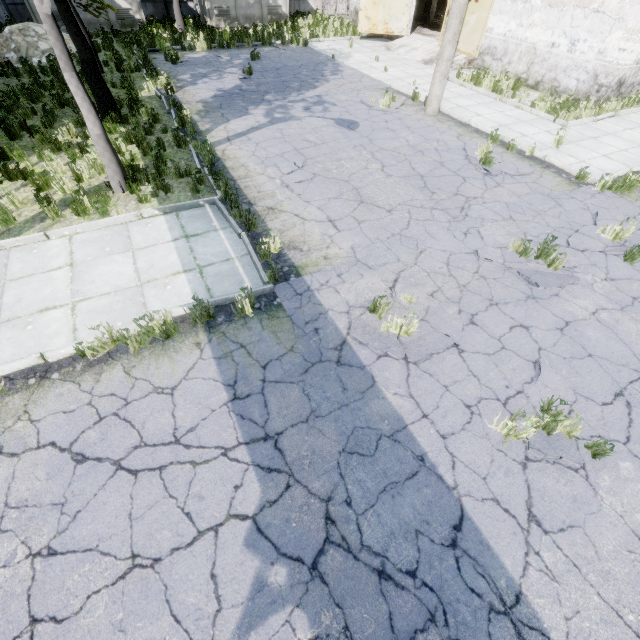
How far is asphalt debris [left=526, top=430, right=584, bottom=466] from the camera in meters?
3.7

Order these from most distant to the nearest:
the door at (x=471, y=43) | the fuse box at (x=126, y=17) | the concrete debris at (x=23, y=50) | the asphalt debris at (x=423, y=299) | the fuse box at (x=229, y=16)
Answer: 1. the fuse box at (x=229, y=16)
2. the fuse box at (x=126, y=17)
3. the door at (x=471, y=43)
4. the concrete debris at (x=23, y=50)
5. the asphalt debris at (x=423, y=299)

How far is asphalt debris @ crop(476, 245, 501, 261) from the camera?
6.17m

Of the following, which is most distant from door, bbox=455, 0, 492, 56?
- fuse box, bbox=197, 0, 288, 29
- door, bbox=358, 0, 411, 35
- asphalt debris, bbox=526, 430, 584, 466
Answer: asphalt debris, bbox=526, 430, 584, 466

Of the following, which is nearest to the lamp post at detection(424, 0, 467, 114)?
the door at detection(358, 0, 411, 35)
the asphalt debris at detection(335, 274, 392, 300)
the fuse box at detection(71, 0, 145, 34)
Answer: the asphalt debris at detection(335, 274, 392, 300)

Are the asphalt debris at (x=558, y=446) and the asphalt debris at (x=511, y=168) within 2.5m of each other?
no

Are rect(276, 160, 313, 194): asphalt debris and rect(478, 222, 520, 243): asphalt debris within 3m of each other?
no

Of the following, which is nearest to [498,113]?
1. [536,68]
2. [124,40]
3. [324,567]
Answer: [536,68]
